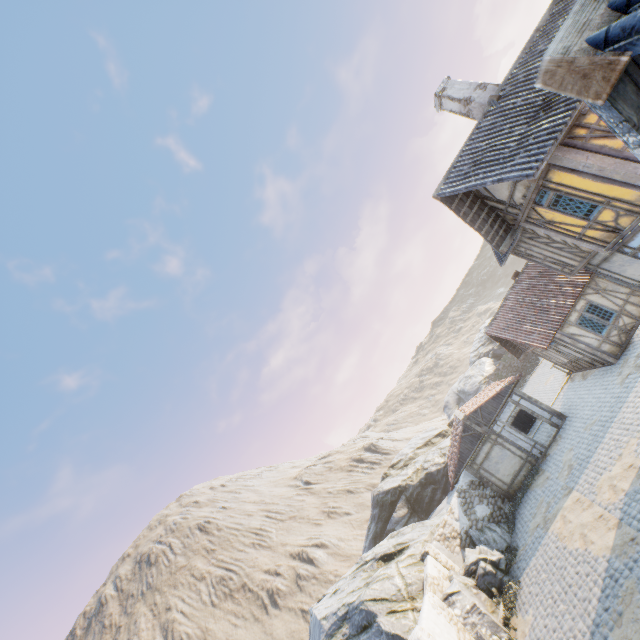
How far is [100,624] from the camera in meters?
57.9 m

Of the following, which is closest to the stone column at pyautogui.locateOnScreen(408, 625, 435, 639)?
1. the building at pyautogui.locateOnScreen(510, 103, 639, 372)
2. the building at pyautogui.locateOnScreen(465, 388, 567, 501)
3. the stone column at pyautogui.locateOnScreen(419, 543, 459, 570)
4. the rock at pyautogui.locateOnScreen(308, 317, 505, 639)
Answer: the rock at pyautogui.locateOnScreen(308, 317, 505, 639)

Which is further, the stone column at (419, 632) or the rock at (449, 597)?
the rock at (449, 597)

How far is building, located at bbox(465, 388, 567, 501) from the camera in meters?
18.5

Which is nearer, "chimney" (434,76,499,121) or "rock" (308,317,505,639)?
"chimney" (434,76,499,121)

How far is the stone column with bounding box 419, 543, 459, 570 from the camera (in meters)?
15.37

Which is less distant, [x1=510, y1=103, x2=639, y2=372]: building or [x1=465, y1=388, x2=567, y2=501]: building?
[x1=510, y1=103, x2=639, y2=372]: building

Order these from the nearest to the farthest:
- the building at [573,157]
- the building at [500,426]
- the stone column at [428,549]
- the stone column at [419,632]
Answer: the building at [573,157]
the stone column at [419,632]
the stone column at [428,549]
the building at [500,426]
